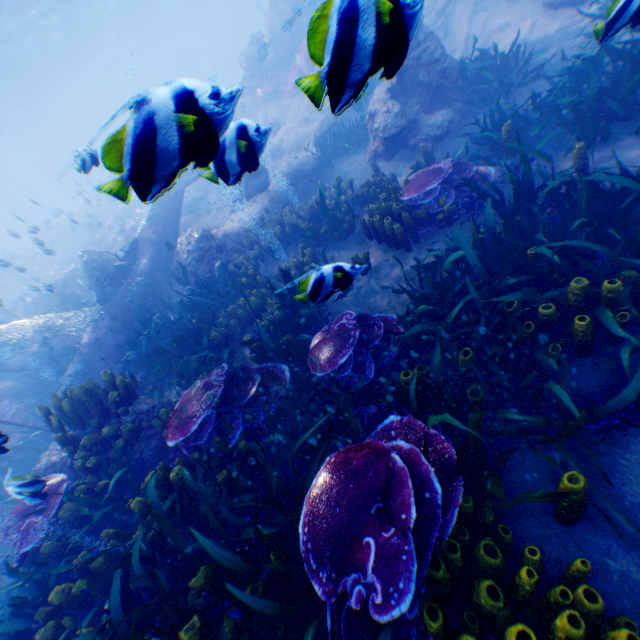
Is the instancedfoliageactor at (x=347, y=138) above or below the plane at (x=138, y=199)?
below

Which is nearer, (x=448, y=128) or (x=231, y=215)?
(x=448, y=128)

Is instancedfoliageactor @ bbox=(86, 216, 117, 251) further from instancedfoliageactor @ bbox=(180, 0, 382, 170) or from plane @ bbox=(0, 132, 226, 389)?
plane @ bbox=(0, 132, 226, 389)

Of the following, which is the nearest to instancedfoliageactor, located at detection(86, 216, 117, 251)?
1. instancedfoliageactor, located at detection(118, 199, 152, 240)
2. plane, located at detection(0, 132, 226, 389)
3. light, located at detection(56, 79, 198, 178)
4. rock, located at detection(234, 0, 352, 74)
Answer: rock, located at detection(234, 0, 352, 74)

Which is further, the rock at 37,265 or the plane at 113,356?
the rock at 37,265

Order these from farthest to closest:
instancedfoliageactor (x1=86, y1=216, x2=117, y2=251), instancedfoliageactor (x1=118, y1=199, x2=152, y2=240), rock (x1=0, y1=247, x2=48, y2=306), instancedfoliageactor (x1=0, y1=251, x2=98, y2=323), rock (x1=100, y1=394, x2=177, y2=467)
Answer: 1. instancedfoliageactor (x1=86, y1=216, x2=117, y2=251)
2. instancedfoliageactor (x1=118, y1=199, x2=152, y2=240)
3. instancedfoliageactor (x1=0, y1=251, x2=98, y2=323)
4. rock (x1=0, y1=247, x2=48, y2=306)
5. rock (x1=100, y1=394, x2=177, y2=467)

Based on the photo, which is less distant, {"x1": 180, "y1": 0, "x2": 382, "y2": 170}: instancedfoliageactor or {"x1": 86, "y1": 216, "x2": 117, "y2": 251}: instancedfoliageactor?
{"x1": 180, "y1": 0, "x2": 382, "y2": 170}: instancedfoliageactor

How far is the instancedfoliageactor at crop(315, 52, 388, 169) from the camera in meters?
1.7
